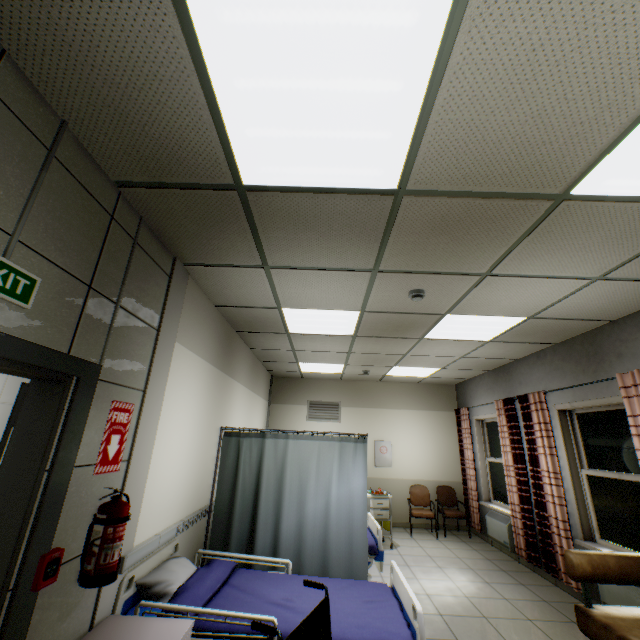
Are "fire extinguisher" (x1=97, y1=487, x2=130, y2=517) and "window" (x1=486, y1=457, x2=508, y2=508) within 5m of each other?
no

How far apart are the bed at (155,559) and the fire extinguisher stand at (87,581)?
0.5m

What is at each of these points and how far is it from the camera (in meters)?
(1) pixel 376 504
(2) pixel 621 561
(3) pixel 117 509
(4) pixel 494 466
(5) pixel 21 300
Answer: (1) cabinet, 5.94
(2) sofa, 2.88
(3) fire extinguisher, 1.93
(4) window, 6.57
(5) exit sign, 1.42

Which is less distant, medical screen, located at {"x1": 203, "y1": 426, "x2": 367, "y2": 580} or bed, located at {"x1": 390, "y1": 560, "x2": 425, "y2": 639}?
bed, located at {"x1": 390, "y1": 560, "x2": 425, "y2": 639}

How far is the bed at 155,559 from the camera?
2.1m

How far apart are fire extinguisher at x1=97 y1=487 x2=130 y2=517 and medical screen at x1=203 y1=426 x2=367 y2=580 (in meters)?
1.99

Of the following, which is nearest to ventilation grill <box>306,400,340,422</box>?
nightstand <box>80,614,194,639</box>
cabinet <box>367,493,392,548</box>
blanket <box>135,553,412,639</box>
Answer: cabinet <box>367,493,392,548</box>

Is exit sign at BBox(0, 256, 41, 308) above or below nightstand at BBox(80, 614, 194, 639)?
above
